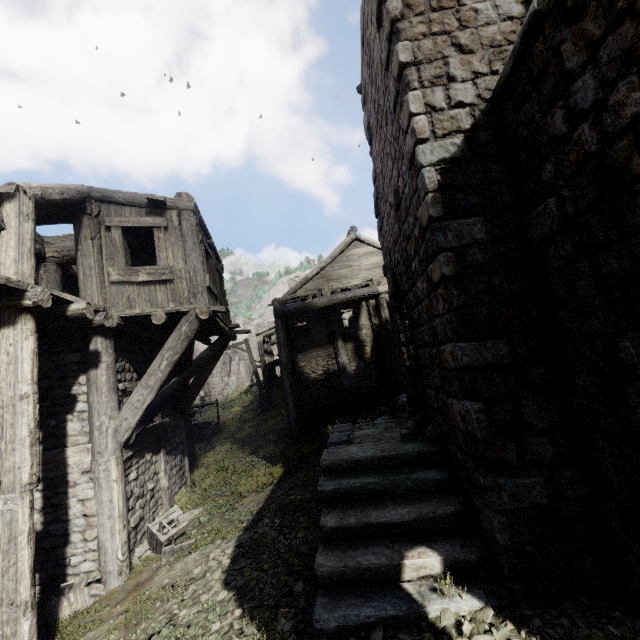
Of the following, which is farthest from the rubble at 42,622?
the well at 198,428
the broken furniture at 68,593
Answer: the well at 198,428

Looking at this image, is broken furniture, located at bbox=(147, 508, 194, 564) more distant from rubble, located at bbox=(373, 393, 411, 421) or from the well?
the well

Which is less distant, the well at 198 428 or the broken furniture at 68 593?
the broken furniture at 68 593

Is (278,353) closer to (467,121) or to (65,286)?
(65,286)

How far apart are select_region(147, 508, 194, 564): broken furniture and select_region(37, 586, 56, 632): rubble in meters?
1.2

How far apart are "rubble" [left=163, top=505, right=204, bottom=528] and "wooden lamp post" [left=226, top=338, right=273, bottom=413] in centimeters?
1038cm

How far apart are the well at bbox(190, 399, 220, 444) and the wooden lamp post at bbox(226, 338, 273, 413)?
2.0m

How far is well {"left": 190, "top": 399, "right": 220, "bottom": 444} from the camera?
17.9 meters
